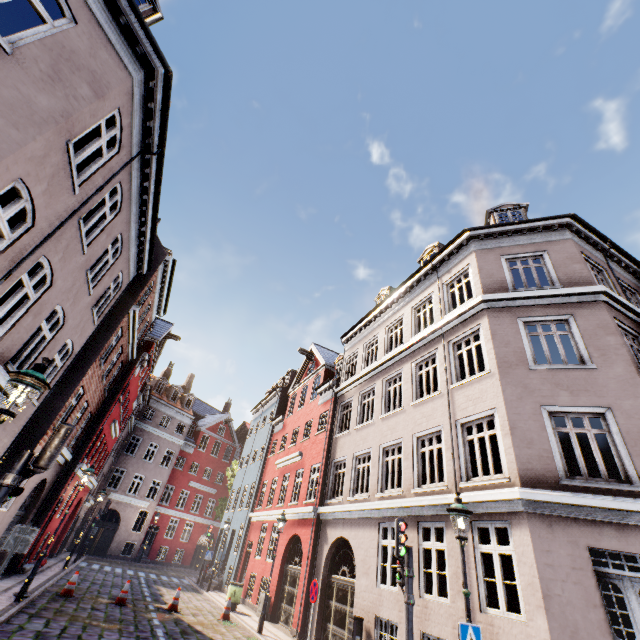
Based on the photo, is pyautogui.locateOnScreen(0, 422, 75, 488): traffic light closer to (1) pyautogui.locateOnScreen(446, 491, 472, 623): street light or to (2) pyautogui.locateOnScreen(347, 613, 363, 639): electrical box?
(1) pyautogui.locateOnScreen(446, 491, 472, 623): street light

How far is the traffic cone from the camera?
11.9m

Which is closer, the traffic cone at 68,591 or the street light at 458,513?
the street light at 458,513

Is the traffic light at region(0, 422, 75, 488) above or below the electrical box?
above

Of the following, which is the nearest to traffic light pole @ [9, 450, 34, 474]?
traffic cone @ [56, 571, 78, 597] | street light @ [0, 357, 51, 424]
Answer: street light @ [0, 357, 51, 424]

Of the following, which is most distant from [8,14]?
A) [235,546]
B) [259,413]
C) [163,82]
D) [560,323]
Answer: [259,413]

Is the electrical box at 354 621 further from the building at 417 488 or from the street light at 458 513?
the street light at 458 513

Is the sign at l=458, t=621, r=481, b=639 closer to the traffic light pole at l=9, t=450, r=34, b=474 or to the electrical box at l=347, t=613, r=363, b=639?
the electrical box at l=347, t=613, r=363, b=639
